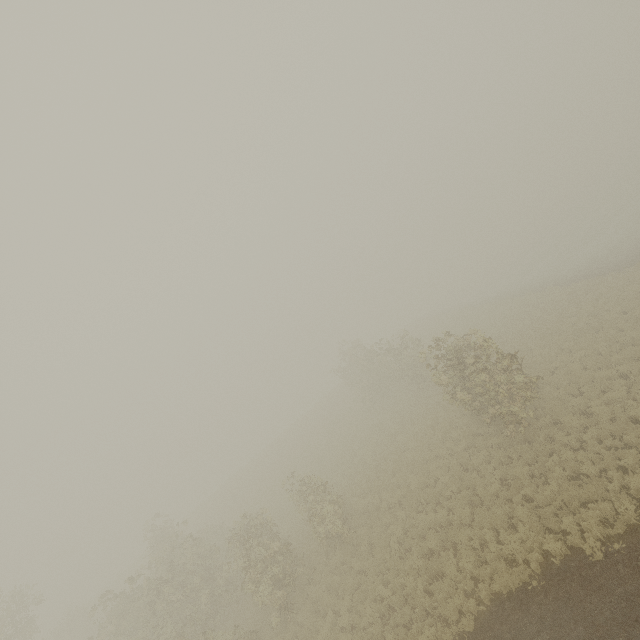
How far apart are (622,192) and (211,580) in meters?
56.8 m
